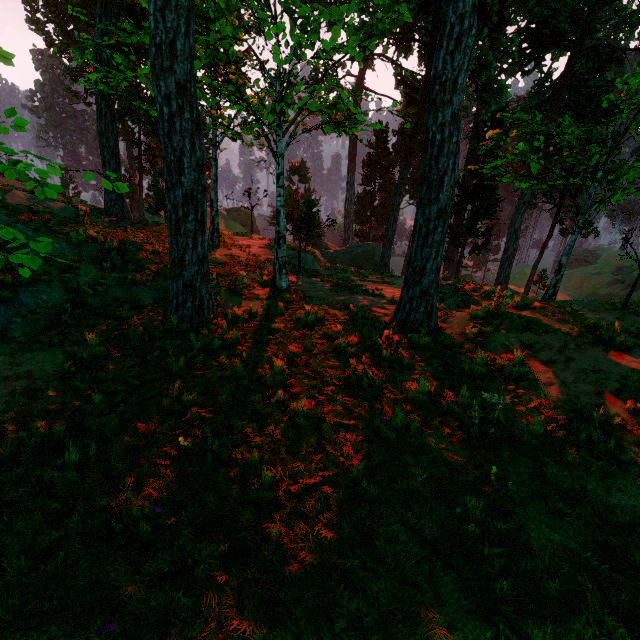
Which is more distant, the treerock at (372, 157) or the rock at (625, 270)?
the rock at (625, 270)

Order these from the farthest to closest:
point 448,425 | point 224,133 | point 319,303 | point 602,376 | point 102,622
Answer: point 224,133, point 319,303, point 602,376, point 448,425, point 102,622

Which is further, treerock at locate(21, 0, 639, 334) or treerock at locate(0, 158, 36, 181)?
treerock at locate(21, 0, 639, 334)

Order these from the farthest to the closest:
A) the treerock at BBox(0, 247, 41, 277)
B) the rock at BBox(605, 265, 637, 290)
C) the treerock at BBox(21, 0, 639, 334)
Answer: the rock at BBox(605, 265, 637, 290), the treerock at BBox(21, 0, 639, 334), the treerock at BBox(0, 247, 41, 277)

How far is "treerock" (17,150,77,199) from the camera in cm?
169

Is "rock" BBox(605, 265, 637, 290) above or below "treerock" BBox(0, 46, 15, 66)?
below

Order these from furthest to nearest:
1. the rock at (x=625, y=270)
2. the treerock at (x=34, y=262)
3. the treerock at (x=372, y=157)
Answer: the rock at (x=625, y=270) < the treerock at (x=372, y=157) < the treerock at (x=34, y=262)
